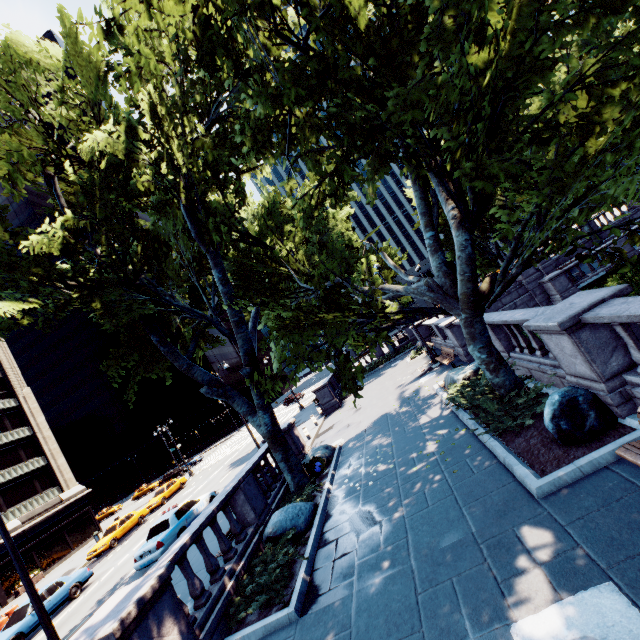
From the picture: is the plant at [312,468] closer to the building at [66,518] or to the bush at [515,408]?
the bush at [515,408]

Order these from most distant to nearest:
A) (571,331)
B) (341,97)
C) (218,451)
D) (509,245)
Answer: (218,451)
(509,245)
(341,97)
(571,331)

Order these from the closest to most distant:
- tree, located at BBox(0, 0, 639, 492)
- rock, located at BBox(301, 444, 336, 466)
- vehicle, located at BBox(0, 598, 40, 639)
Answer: tree, located at BBox(0, 0, 639, 492)
rock, located at BBox(301, 444, 336, 466)
vehicle, located at BBox(0, 598, 40, 639)

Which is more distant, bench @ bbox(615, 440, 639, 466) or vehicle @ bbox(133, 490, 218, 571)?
vehicle @ bbox(133, 490, 218, 571)

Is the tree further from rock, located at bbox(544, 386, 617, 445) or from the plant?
rock, located at bbox(544, 386, 617, 445)

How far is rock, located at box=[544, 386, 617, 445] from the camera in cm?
611

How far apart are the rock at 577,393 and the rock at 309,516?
6.7 meters

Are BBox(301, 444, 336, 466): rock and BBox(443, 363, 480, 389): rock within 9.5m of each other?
yes
